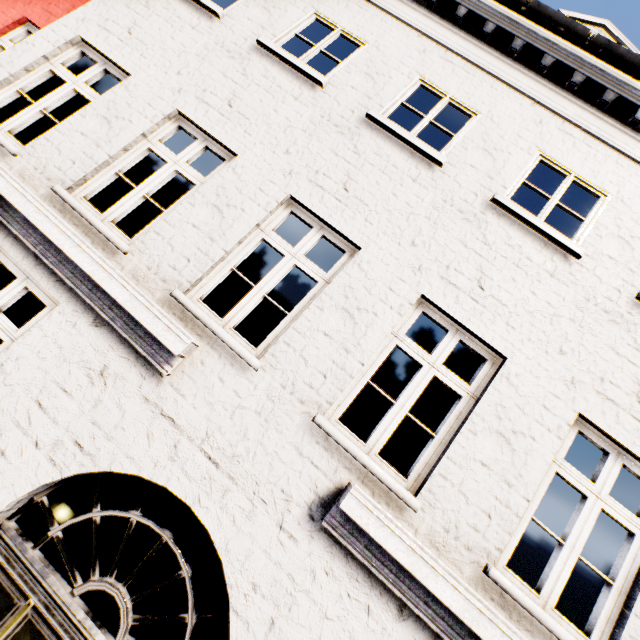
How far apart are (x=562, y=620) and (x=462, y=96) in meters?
6.1
